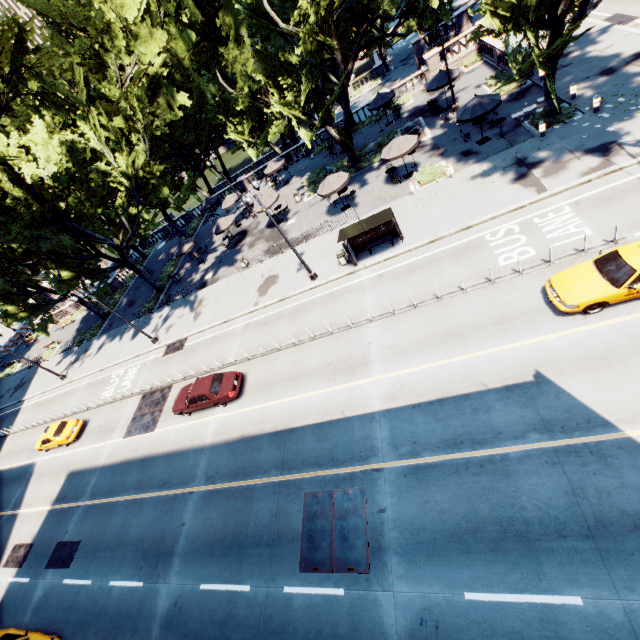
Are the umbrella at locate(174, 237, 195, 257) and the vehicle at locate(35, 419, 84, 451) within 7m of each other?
no

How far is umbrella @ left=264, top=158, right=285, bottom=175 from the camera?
35.0m

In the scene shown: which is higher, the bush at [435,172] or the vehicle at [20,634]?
the vehicle at [20,634]

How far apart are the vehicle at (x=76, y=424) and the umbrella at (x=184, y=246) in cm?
1700

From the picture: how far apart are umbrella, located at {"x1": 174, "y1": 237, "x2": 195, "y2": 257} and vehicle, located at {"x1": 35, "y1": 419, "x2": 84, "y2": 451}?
17.00m

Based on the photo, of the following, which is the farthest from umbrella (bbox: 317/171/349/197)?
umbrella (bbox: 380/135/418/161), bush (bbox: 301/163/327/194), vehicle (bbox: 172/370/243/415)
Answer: vehicle (bbox: 172/370/243/415)

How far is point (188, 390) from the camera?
20.0 meters

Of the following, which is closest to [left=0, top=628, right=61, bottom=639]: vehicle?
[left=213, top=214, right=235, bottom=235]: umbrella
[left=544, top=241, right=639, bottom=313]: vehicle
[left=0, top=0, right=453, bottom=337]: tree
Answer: [left=0, top=0, right=453, bottom=337]: tree
